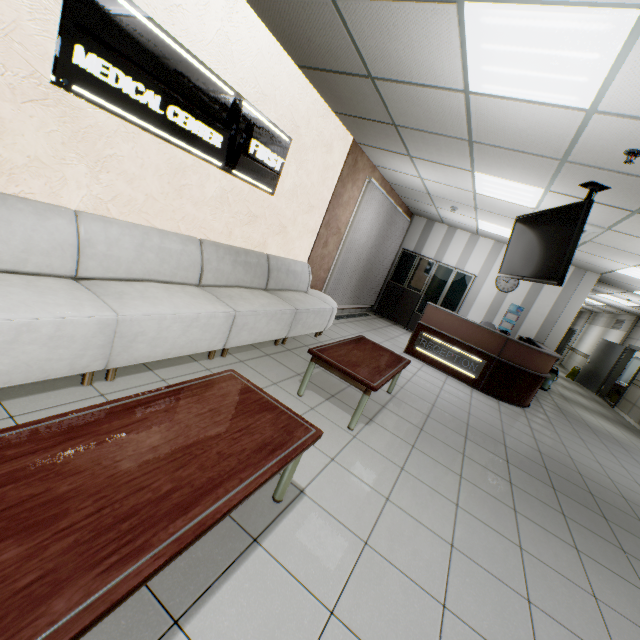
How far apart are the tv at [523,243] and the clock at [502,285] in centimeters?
478cm

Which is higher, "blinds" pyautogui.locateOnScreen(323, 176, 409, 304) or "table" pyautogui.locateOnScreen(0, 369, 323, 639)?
"blinds" pyautogui.locateOnScreen(323, 176, 409, 304)

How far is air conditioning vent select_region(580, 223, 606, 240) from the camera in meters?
4.9 m

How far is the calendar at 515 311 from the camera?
8.8 meters

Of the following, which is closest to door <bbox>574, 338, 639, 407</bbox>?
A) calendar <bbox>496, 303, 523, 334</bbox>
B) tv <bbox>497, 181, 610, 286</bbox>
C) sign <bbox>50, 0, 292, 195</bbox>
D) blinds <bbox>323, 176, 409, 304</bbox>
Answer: calendar <bbox>496, 303, 523, 334</bbox>

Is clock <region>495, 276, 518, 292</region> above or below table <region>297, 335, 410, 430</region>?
above

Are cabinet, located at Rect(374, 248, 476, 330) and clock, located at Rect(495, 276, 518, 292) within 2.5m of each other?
yes

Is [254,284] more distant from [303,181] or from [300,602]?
[300,602]
